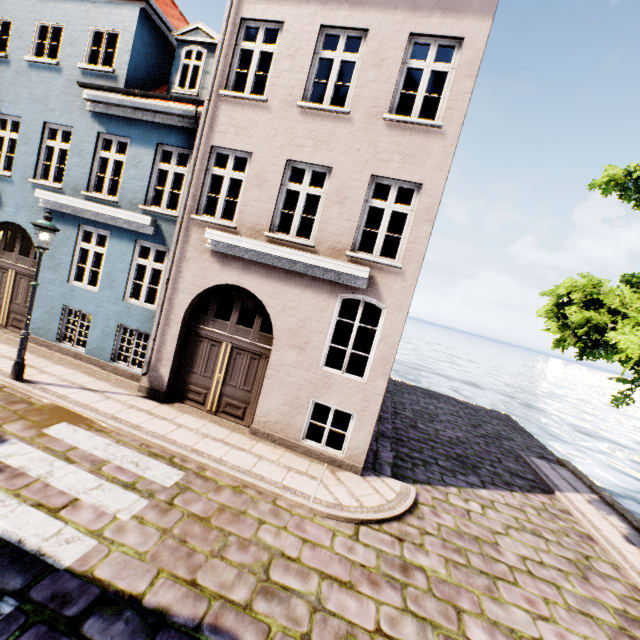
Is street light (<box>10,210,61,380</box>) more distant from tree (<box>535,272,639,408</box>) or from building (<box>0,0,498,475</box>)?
tree (<box>535,272,639,408</box>)

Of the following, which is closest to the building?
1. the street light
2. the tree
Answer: the street light

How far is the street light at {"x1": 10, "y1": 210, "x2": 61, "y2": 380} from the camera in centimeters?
693cm

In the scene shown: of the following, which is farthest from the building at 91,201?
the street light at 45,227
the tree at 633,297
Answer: the tree at 633,297

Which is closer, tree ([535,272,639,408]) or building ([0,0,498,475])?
tree ([535,272,639,408])

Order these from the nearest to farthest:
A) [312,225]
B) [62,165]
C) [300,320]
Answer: [300,320], [312,225], [62,165]

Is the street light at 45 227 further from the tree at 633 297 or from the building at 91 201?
the tree at 633 297
